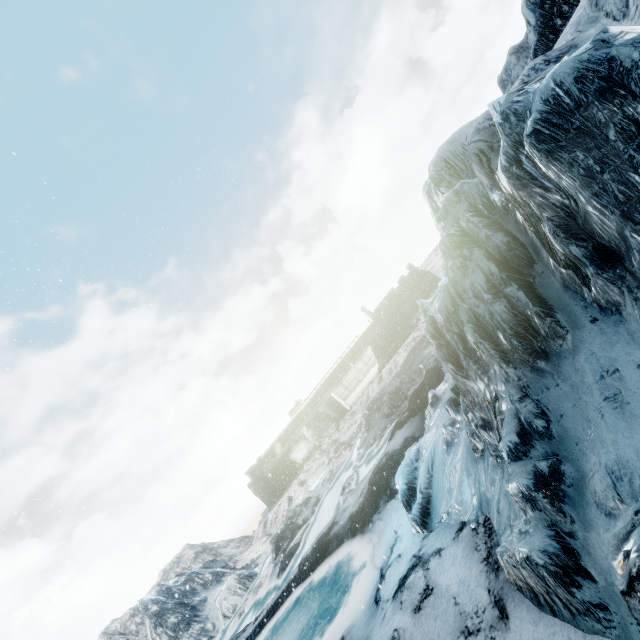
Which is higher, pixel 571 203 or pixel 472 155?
pixel 472 155
